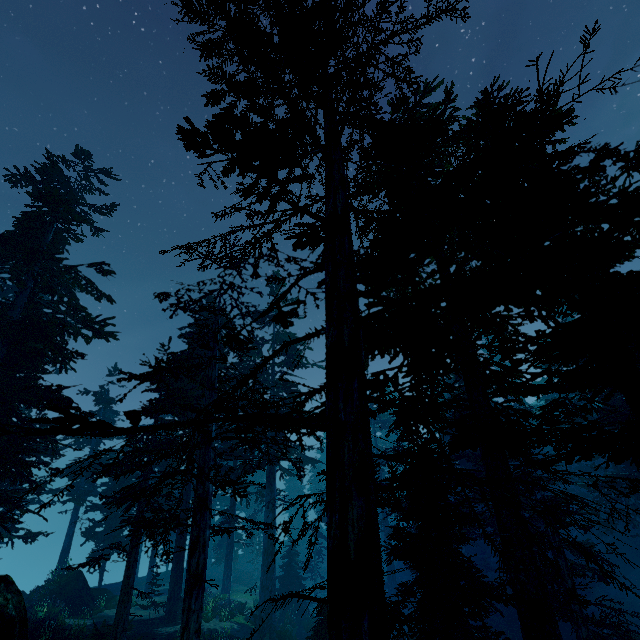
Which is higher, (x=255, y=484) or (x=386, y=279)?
(x=386, y=279)

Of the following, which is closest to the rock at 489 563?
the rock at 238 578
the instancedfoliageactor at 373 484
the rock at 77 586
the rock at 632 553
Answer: the instancedfoliageactor at 373 484

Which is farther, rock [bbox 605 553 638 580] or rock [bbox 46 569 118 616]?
rock [bbox 605 553 638 580]

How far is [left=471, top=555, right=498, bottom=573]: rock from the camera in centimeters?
3184cm

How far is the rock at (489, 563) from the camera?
31.84m

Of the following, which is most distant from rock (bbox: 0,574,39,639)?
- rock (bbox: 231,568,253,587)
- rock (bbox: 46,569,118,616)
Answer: rock (bbox: 231,568,253,587)

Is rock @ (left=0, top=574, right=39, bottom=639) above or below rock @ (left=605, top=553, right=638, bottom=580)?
above

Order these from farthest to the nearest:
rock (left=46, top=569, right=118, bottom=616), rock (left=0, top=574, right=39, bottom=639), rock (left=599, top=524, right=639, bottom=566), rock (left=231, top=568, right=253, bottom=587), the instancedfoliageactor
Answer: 1. rock (left=231, top=568, right=253, bottom=587)
2. rock (left=599, top=524, right=639, bottom=566)
3. rock (left=46, top=569, right=118, bottom=616)
4. rock (left=0, top=574, right=39, bottom=639)
5. the instancedfoliageactor
